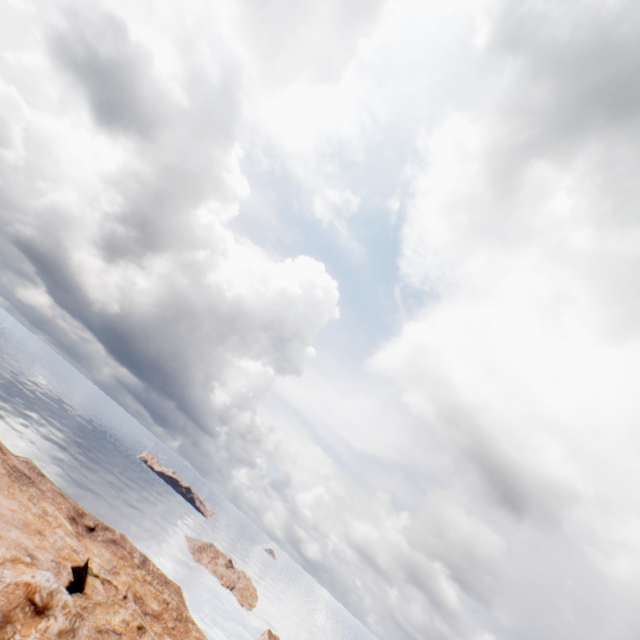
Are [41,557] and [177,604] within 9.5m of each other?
no
